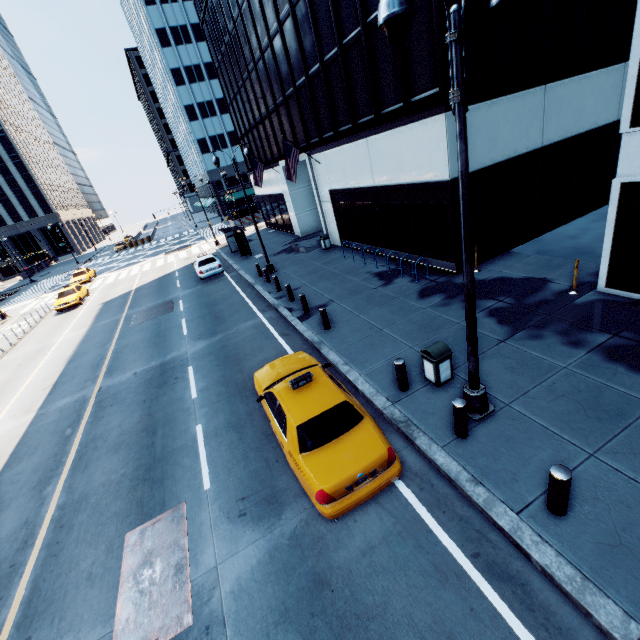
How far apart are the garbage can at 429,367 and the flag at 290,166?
15.50m

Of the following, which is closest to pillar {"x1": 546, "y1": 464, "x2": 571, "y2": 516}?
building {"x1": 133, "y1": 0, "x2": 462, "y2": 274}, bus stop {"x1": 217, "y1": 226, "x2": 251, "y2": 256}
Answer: building {"x1": 133, "y1": 0, "x2": 462, "y2": 274}

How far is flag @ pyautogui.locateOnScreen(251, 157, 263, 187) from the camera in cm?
2627

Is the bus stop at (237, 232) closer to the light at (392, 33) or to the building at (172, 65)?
the building at (172, 65)

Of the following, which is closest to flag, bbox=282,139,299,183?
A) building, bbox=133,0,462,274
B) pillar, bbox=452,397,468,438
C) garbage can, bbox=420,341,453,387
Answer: A: building, bbox=133,0,462,274

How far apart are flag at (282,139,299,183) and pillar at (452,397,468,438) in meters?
17.4

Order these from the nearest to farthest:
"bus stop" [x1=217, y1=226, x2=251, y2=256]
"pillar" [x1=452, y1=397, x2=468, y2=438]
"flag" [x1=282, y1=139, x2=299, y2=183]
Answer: "pillar" [x1=452, y1=397, x2=468, y2=438] < "flag" [x1=282, y1=139, x2=299, y2=183] < "bus stop" [x1=217, y1=226, x2=251, y2=256]

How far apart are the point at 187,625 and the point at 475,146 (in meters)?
15.29
